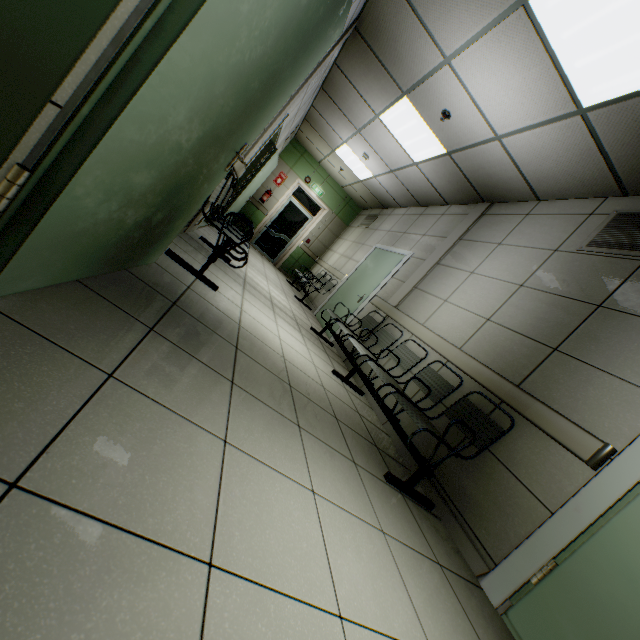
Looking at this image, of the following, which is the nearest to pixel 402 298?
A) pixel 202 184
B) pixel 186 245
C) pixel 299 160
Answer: pixel 186 245

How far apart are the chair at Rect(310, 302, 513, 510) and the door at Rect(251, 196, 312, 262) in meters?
7.9

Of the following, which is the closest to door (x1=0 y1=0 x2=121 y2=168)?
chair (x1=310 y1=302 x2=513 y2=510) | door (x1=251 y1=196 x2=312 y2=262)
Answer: chair (x1=310 y1=302 x2=513 y2=510)

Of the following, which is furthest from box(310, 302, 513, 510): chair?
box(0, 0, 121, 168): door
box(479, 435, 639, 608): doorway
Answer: box(0, 0, 121, 168): door

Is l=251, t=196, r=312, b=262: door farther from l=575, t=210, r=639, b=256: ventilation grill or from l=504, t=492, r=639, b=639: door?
l=504, t=492, r=639, b=639: door

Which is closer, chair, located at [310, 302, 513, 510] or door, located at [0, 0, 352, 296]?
door, located at [0, 0, 352, 296]

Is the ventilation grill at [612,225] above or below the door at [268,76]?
above

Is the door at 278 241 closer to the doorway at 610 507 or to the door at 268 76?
the door at 268 76
